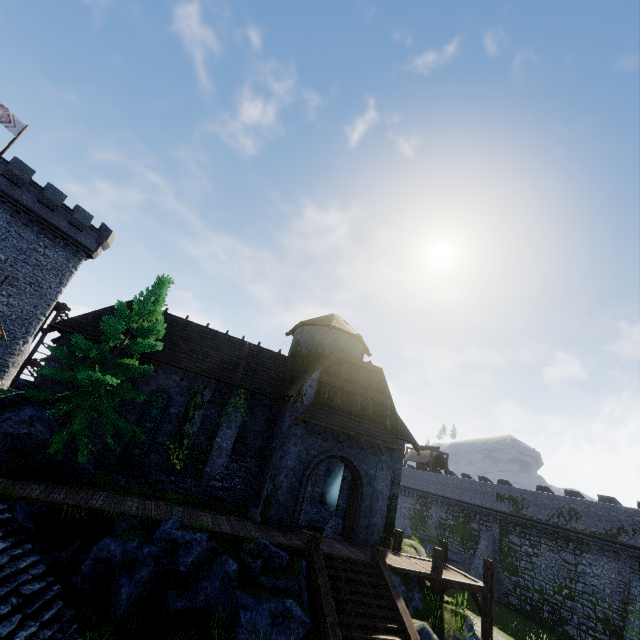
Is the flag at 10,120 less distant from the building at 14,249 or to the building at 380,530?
the building at 14,249

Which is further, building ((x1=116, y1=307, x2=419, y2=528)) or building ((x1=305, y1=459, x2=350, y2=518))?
building ((x1=305, y1=459, x2=350, y2=518))

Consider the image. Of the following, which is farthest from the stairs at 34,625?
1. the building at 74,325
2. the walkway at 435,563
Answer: the walkway at 435,563

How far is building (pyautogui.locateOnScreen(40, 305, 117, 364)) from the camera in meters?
15.9

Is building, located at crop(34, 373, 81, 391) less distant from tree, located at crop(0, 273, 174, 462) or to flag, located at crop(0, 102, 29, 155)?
tree, located at crop(0, 273, 174, 462)

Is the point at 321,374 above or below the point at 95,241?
below

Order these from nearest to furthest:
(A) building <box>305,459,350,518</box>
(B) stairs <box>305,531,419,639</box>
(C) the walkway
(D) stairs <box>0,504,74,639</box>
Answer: (D) stairs <box>0,504,74,639</box> < (B) stairs <box>305,531,419,639</box> < (C) the walkway < (A) building <box>305,459,350,518</box>
